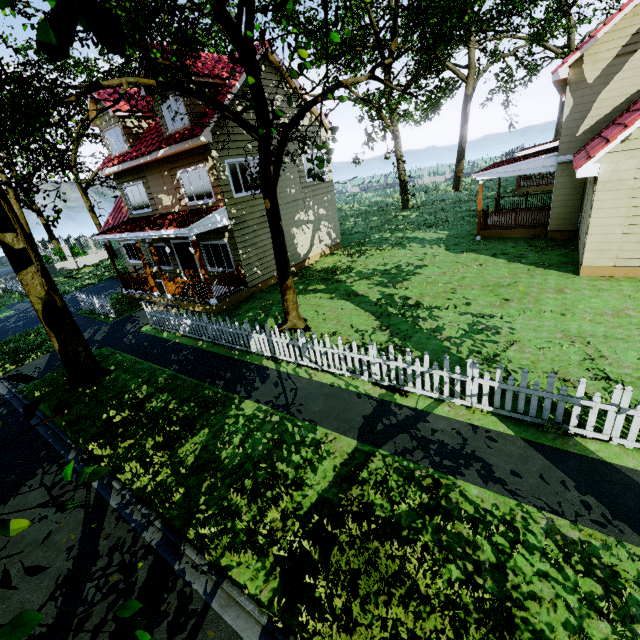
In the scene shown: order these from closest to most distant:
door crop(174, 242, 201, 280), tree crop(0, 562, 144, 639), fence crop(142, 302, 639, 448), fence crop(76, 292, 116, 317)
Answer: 1. tree crop(0, 562, 144, 639)
2. fence crop(142, 302, 639, 448)
3. fence crop(76, 292, 116, 317)
4. door crop(174, 242, 201, 280)

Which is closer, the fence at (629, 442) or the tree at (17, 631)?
the tree at (17, 631)

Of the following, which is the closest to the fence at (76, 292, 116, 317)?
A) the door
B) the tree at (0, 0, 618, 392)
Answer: the tree at (0, 0, 618, 392)

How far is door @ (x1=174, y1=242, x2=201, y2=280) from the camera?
15.7 meters

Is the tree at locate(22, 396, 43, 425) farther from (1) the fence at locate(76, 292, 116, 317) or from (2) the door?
(2) the door

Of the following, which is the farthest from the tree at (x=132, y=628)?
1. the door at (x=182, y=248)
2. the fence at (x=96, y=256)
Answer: the door at (x=182, y=248)

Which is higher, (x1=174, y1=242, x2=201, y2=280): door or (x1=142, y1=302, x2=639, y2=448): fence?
(x1=174, y1=242, x2=201, y2=280): door

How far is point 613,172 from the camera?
8.98m
